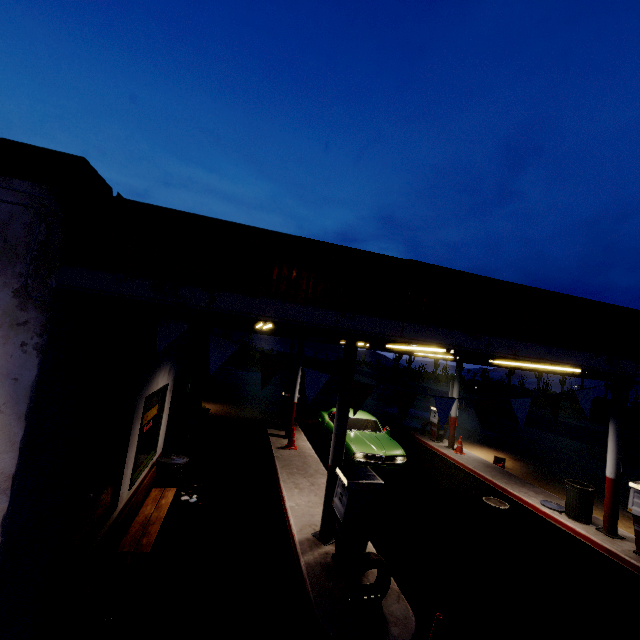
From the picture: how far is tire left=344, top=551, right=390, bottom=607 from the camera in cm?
449

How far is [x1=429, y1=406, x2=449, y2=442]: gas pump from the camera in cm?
Answer: 1474

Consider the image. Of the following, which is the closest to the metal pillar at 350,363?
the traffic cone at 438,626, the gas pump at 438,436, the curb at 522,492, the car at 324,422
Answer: the traffic cone at 438,626

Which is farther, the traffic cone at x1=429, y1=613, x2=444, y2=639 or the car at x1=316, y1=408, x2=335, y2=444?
the car at x1=316, y1=408, x2=335, y2=444

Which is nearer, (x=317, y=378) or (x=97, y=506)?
(x=317, y=378)

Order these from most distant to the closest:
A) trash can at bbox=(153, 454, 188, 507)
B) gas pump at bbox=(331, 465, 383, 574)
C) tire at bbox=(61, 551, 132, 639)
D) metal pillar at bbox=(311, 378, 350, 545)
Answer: trash can at bbox=(153, 454, 188, 507) < metal pillar at bbox=(311, 378, 350, 545) < gas pump at bbox=(331, 465, 383, 574) < tire at bbox=(61, 551, 132, 639)

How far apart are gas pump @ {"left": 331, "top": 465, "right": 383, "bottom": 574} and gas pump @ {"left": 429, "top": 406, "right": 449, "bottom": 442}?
9.9m

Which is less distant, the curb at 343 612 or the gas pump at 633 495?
the curb at 343 612
